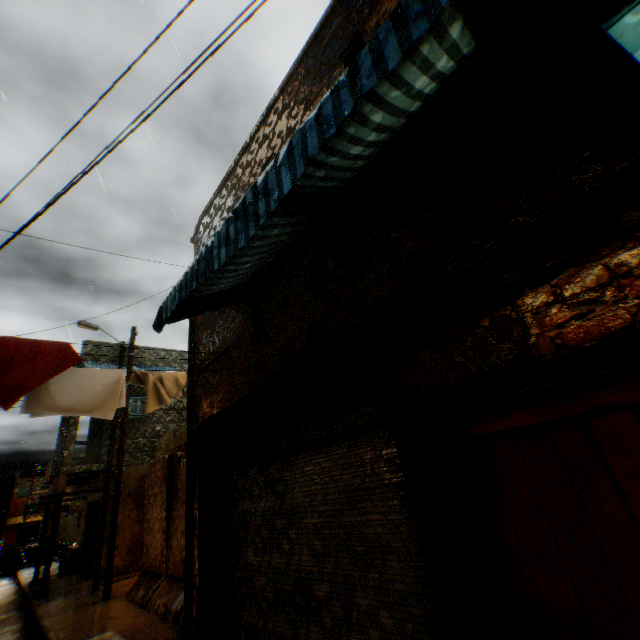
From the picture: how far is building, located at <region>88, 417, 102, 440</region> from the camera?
17.3 meters

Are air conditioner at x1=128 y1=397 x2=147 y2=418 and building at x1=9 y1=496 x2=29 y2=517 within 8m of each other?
no

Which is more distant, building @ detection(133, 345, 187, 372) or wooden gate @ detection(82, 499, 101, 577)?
building @ detection(133, 345, 187, 372)

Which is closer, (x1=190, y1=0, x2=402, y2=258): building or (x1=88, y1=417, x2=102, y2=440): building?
(x1=190, y1=0, x2=402, y2=258): building

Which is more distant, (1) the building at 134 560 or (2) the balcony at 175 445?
(1) the building at 134 560

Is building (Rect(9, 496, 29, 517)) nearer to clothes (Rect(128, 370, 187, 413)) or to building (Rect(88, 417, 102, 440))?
building (Rect(88, 417, 102, 440))

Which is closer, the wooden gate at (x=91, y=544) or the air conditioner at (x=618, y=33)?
the air conditioner at (x=618, y=33)

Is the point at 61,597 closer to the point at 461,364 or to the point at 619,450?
the point at 461,364
